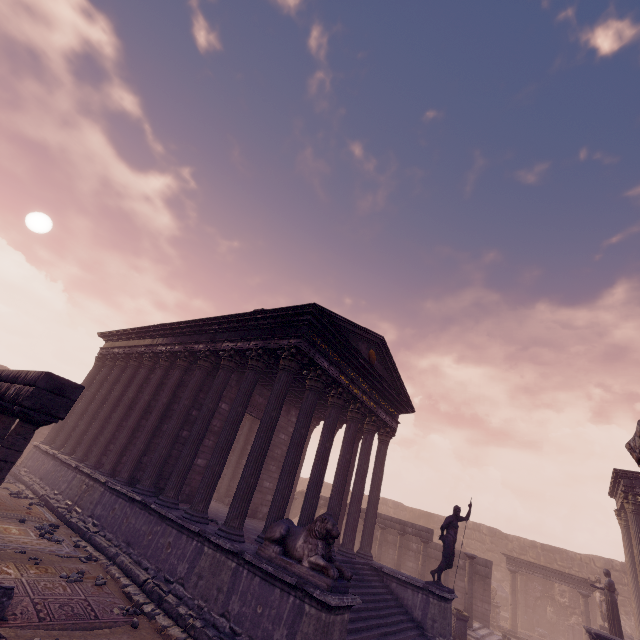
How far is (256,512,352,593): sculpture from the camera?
5.7m

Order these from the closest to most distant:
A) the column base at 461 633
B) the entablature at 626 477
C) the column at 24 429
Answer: the column at 24 429, the column base at 461 633, the entablature at 626 477

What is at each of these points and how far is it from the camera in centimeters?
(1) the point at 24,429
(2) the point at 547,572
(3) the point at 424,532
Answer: (1) column, 457cm
(2) entablature, 1823cm
(3) entablature, 1602cm

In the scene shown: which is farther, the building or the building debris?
the building debris

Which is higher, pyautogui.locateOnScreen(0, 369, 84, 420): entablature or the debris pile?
pyautogui.locateOnScreen(0, 369, 84, 420): entablature

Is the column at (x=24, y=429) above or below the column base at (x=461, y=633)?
above

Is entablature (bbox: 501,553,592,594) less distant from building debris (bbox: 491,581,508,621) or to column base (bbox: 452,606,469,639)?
building debris (bbox: 491,581,508,621)

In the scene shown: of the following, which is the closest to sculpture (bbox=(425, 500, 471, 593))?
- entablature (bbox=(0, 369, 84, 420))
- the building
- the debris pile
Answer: the building
